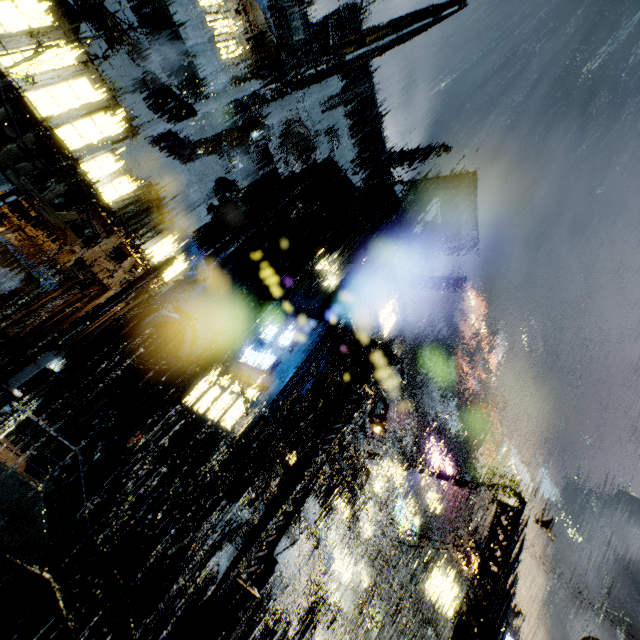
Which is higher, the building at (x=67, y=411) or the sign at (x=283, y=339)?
the sign at (x=283, y=339)

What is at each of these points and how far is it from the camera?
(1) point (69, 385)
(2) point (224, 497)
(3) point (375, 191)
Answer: (1) building, 19.6 meters
(2) building, 16.7 meters
(3) building, 34.5 meters

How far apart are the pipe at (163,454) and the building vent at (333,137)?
30.36m

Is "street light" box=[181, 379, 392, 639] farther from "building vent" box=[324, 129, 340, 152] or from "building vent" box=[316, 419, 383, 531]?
"building vent" box=[324, 129, 340, 152]

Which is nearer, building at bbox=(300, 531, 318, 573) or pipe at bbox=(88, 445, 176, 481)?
pipe at bbox=(88, 445, 176, 481)

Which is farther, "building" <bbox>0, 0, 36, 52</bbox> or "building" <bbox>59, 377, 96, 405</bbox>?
"building" <bbox>59, 377, 96, 405</bbox>

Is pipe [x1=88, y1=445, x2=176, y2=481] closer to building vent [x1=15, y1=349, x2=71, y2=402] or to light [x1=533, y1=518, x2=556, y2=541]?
building vent [x1=15, y1=349, x2=71, y2=402]

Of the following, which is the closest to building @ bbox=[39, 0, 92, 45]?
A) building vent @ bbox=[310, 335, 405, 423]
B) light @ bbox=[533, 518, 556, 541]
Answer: building vent @ bbox=[310, 335, 405, 423]
